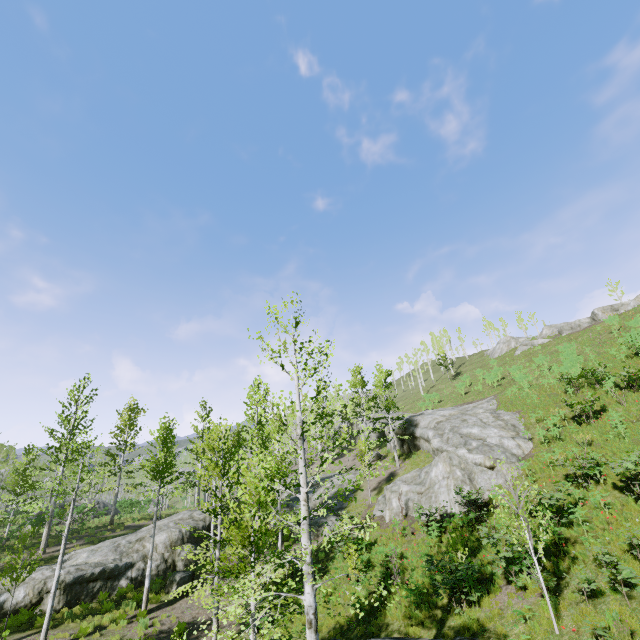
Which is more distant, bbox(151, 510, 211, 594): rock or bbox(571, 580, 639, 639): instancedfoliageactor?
bbox(151, 510, 211, 594): rock

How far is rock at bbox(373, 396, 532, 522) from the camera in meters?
18.6 m

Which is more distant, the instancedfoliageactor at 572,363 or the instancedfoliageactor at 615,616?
the instancedfoliageactor at 572,363

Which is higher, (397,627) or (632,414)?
(632,414)

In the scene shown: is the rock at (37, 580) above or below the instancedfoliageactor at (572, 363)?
below

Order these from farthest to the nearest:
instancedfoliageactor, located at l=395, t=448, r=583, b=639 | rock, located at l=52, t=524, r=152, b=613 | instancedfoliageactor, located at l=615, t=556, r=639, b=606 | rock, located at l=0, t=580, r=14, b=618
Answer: rock, located at l=52, t=524, r=152, b=613
rock, located at l=0, t=580, r=14, b=618
instancedfoliageactor, located at l=395, t=448, r=583, b=639
instancedfoliageactor, located at l=615, t=556, r=639, b=606

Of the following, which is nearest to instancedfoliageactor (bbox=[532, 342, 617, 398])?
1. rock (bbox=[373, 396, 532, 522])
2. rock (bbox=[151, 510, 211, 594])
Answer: rock (bbox=[151, 510, 211, 594])
